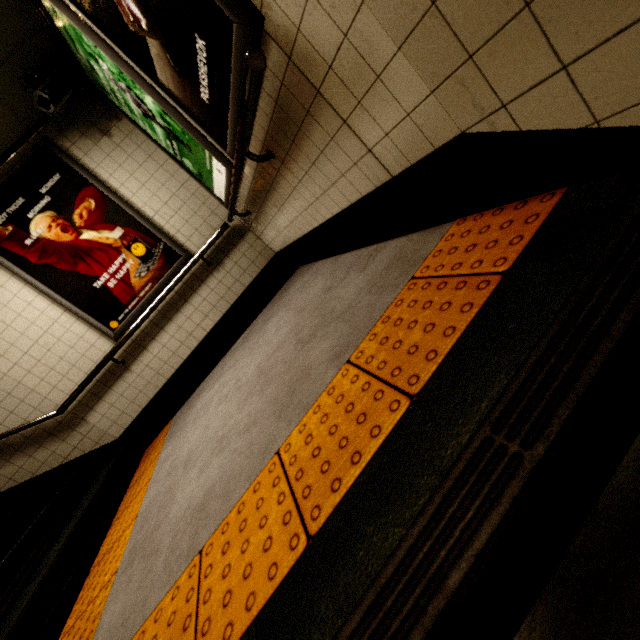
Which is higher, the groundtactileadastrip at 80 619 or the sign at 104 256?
the sign at 104 256

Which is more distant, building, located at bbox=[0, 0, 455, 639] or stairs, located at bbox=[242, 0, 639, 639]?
building, located at bbox=[0, 0, 455, 639]

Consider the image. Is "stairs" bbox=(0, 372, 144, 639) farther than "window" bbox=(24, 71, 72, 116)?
No

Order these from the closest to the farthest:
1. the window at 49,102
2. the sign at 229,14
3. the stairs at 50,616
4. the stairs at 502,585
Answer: the stairs at 502,585 → the sign at 229,14 → the stairs at 50,616 → the window at 49,102

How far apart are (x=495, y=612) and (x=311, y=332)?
1.5 meters

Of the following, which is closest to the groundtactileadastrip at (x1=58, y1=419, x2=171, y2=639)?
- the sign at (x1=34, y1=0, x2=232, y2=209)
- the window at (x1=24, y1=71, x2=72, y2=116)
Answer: the sign at (x1=34, y1=0, x2=232, y2=209)

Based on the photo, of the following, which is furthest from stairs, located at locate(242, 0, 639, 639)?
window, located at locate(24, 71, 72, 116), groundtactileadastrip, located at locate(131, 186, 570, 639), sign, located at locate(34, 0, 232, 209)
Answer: window, located at locate(24, 71, 72, 116)

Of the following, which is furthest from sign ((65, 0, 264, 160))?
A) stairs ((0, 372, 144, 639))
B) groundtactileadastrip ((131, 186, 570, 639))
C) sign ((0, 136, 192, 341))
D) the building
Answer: stairs ((0, 372, 144, 639))
